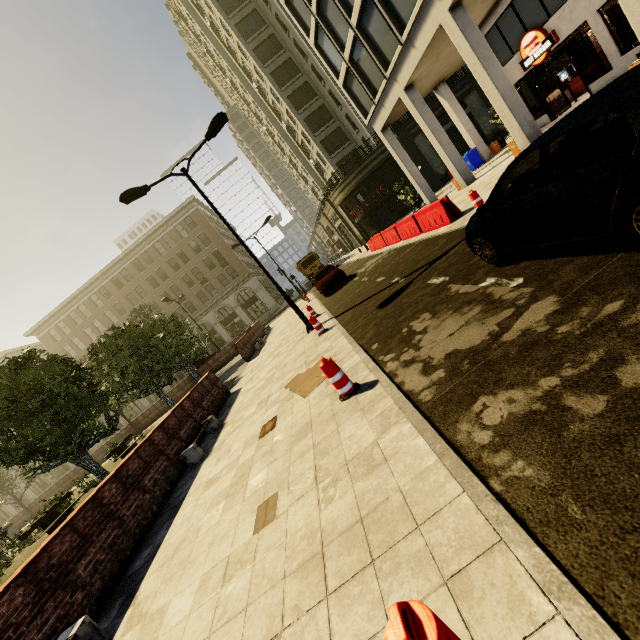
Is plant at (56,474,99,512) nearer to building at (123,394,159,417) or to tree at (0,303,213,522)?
tree at (0,303,213,522)

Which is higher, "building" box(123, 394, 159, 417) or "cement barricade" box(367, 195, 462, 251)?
"building" box(123, 394, 159, 417)

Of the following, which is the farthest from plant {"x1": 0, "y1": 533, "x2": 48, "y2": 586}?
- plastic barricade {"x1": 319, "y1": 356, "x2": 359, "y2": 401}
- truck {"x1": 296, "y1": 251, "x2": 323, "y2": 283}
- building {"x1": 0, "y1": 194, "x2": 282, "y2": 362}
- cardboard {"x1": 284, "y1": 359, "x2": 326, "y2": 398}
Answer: building {"x1": 0, "y1": 194, "x2": 282, "y2": 362}

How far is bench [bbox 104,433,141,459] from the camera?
17.83m

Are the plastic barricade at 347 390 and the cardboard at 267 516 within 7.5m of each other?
yes

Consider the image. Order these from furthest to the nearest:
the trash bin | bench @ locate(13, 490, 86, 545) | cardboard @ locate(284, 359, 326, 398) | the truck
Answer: the truck → the trash bin → bench @ locate(13, 490, 86, 545) → cardboard @ locate(284, 359, 326, 398)

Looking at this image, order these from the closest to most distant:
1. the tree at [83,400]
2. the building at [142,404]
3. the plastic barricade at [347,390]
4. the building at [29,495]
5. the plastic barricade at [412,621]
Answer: the plastic barricade at [412,621], the plastic barricade at [347,390], the tree at [83,400], the building at [142,404], the building at [29,495]

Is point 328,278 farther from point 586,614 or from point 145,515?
point 586,614
